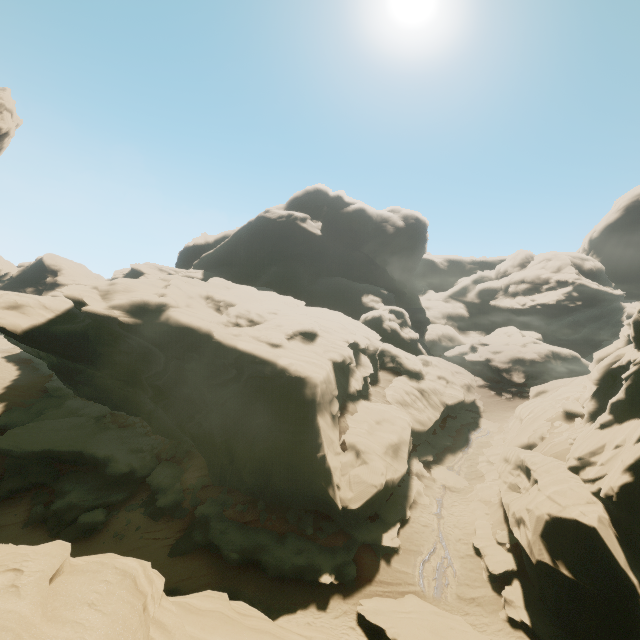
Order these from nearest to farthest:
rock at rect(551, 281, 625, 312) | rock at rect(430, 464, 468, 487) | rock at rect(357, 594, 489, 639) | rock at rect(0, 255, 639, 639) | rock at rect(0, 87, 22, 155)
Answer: rock at rect(0, 255, 639, 639)
rock at rect(357, 594, 489, 639)
rock at rect(430, 464, 468, 487)
rock at rect(0, 87, 22, 155)
rock at rect(551, 281, 625, 312)

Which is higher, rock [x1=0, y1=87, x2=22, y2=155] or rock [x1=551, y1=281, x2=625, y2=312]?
rock [x1=0, y1=87, x2=22, y2=155]

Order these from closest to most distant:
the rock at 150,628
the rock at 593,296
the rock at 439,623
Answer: the rock at 150,628
the rock at 439,623
the rock at 593,296

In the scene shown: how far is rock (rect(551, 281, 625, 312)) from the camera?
57.8 meters

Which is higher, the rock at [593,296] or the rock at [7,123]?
the rock at [7,123]

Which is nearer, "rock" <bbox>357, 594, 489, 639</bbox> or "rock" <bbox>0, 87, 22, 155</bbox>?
"rock" <bbox>357, 594, 489, 639</bbox>

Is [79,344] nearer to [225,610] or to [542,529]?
[225,610]
